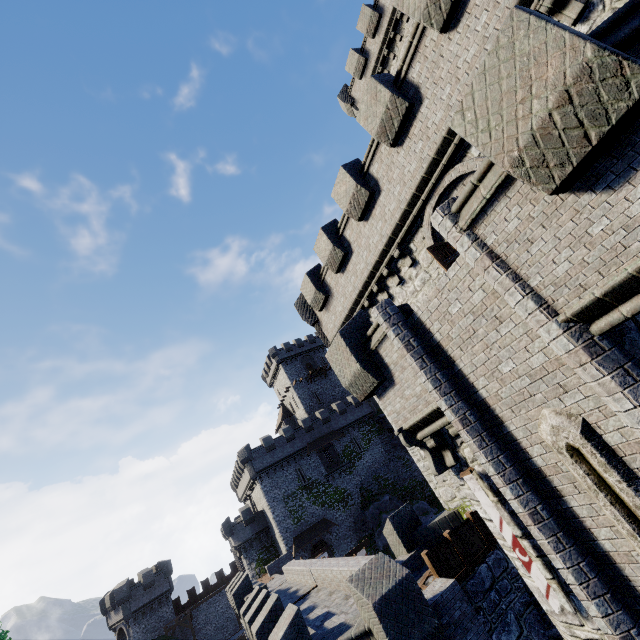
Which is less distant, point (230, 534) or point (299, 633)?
point (299, 633)

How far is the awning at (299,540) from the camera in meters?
36.9 m

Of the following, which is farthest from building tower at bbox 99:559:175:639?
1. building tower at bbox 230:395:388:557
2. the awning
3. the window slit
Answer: the window slit

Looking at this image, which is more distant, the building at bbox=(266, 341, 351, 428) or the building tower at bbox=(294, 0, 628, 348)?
the building at bbox=(266, 341, 351, 428)

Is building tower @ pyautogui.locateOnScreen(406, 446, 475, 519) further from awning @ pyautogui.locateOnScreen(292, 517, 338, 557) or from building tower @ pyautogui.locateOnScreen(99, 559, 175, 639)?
building tower @ pyautogui.locateOnScreen(99, 559, 175, 639)

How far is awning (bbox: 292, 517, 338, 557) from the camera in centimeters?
3691cm

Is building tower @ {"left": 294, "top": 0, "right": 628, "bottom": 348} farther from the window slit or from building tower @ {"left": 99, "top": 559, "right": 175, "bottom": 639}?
building tower @ {"left": 99, "top": 559, "right": 175, "bottom": 639}

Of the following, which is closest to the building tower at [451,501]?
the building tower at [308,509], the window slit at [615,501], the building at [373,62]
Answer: the building at [373,62]
